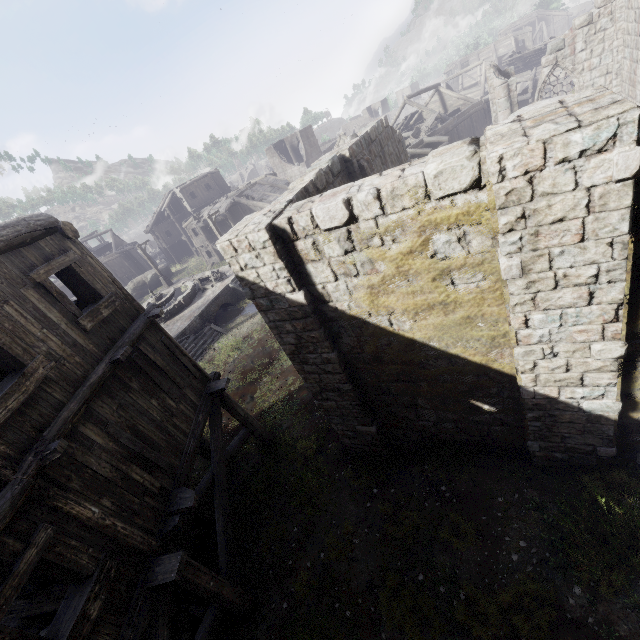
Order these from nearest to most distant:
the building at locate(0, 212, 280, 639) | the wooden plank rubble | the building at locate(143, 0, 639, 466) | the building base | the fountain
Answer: the building at locate(143, 0, 639, 466) → the building at locate(0, 212, 280, 639) → the building base → the fountain → the wooden plank rubble

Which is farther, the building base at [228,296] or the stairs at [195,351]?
the building base at [228,296]

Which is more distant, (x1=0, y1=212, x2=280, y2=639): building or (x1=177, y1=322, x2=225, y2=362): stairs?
(x1=177, y1=322, x2=225, y2=362): stairs

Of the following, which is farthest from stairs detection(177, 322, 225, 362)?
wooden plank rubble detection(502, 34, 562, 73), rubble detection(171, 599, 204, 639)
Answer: wooden plank rubble detection(502, 34, 562, 73)

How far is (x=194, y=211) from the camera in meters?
43.1 m

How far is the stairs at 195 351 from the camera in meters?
20.5 m

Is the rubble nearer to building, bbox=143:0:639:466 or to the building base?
building, bbox=143:0:639:466
